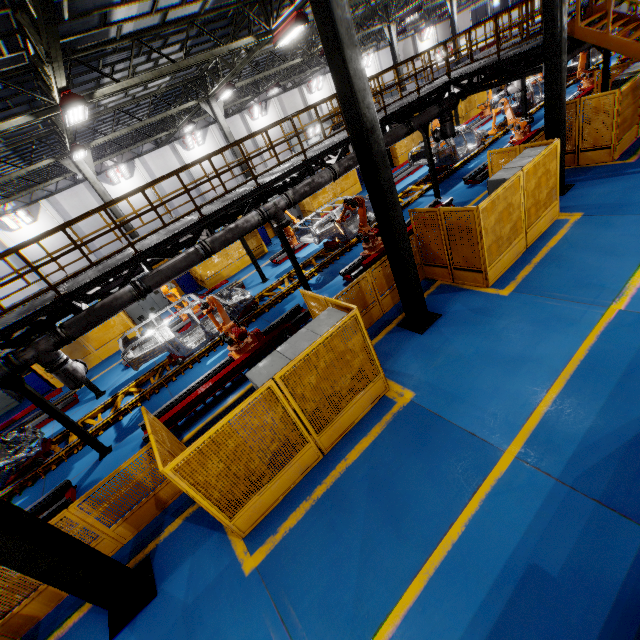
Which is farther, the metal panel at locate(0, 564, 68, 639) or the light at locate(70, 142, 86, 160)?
the light at locate(70, 142, 86, 160)

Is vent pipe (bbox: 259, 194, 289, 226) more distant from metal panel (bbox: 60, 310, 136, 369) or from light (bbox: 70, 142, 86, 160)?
light (bbox: 70, 142, 86, 160)

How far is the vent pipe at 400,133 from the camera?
11.59m

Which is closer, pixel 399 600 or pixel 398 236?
pixel 399 600

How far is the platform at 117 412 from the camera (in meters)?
10.31

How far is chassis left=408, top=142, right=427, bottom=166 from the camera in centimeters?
1655cm

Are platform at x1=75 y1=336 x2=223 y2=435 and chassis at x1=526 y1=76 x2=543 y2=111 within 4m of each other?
yes

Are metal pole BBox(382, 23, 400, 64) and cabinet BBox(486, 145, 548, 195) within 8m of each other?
no
